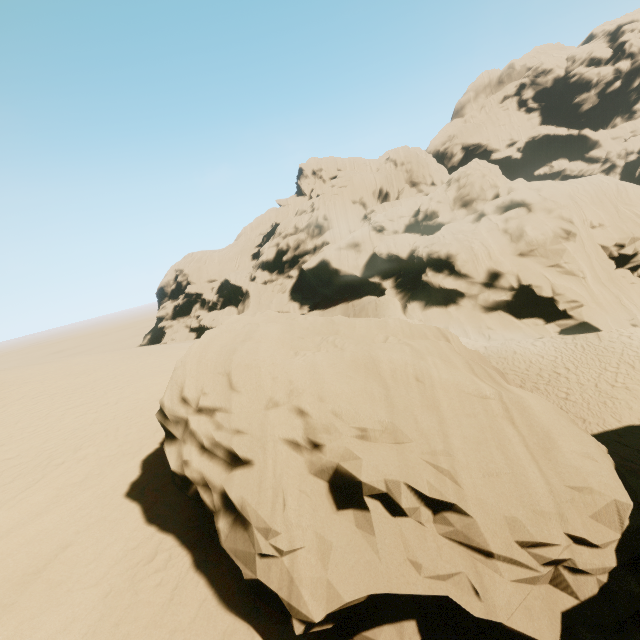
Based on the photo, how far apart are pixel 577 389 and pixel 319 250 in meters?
36.1 m
